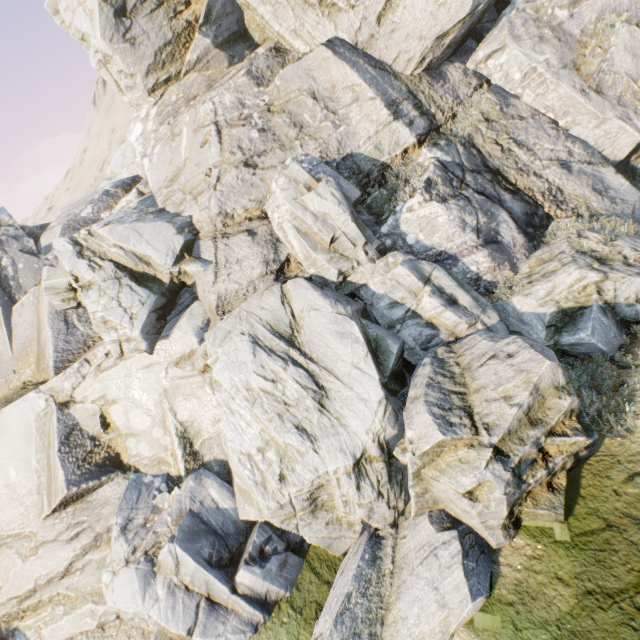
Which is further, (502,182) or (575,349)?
(502,182)
